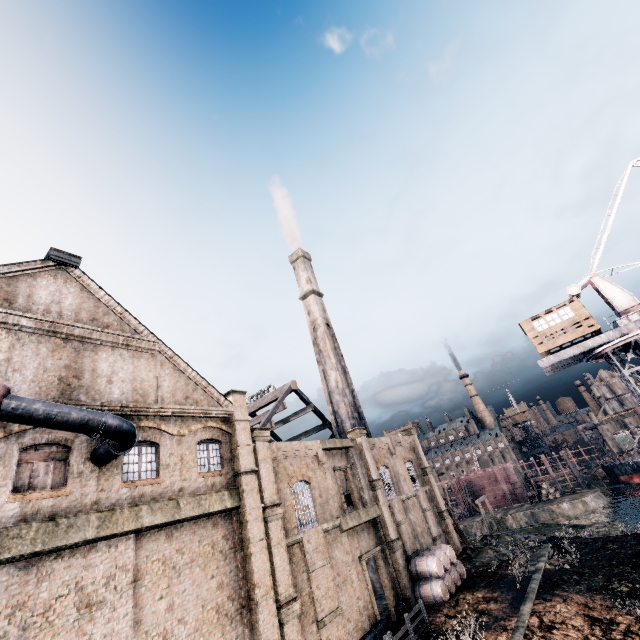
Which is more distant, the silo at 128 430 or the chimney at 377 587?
the chimney at 377 587

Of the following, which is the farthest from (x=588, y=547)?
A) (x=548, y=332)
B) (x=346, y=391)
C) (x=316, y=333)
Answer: (x=316, y=333)

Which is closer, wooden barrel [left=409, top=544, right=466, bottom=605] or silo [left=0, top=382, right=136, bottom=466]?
silo [left=0, top=382, right=136, bottom=466]

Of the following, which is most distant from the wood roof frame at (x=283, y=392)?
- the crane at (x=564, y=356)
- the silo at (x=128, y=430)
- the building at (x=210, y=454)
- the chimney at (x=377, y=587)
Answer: the building at (x=210, y=454)

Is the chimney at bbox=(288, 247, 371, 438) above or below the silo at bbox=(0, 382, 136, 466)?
above

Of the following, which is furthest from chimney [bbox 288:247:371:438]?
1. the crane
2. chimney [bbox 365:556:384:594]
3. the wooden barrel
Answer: the crane

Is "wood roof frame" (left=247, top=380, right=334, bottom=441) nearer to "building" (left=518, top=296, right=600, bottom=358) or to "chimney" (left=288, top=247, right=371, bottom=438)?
"chimney" (left=288, top=247, right=371, bottom=438)

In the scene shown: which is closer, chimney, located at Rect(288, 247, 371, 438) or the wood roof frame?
the wood roof frame
